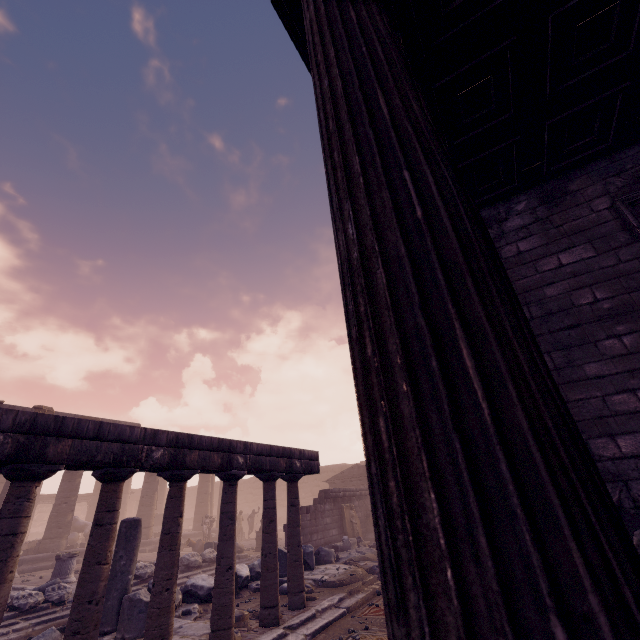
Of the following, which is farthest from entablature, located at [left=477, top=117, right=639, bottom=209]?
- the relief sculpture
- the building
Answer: the relief sculpture

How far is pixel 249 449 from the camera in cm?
648

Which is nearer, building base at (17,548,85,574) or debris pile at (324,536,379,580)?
debris pile at (324,536,379,580)

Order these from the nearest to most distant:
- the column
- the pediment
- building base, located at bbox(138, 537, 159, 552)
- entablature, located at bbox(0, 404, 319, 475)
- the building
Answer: the building → entablature, located at bbox(0, 404, 319, 475) → the column → building base, located at bbox(138, 537, 159, 552) → the pediment

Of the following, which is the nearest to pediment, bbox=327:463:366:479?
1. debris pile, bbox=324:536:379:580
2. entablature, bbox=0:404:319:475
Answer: debris pile, bbox=324:536:379:580

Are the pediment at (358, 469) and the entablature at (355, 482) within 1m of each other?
yes

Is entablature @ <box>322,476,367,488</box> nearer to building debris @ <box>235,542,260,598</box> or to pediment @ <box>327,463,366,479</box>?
pediment @ <box>327,463,366,479</box>

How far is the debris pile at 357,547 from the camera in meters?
9.5 m
